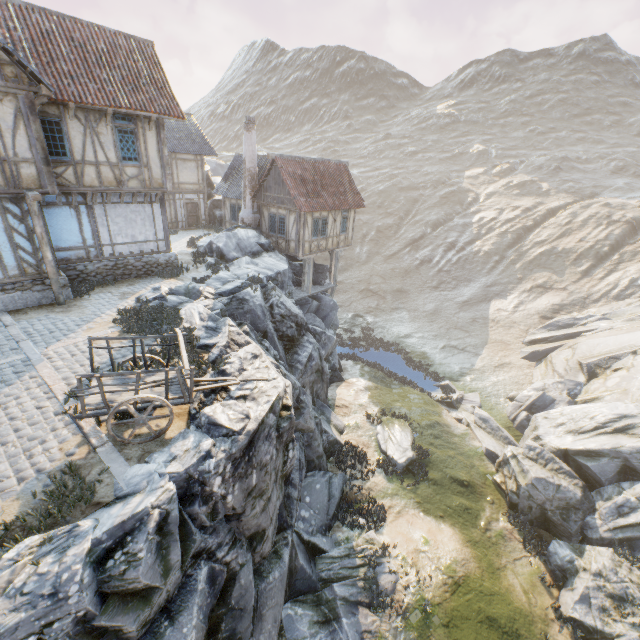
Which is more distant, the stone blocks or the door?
the door

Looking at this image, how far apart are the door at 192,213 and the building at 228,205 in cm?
293

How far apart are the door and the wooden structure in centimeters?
1642cm

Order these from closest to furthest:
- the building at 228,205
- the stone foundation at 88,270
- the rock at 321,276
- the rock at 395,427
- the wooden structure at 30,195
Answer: the wooden structure at 30,195, the stone foundation at 88,270, the rock at 395,427, the building at 228,205, the rock at 321,276

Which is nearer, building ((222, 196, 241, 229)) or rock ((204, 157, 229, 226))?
building ((222, 196, 241, 229))

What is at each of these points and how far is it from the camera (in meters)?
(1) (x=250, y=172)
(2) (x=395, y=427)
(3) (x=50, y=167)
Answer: (1) chimney, 21.48
(2) rock, 18.58
(3) building, 11.02

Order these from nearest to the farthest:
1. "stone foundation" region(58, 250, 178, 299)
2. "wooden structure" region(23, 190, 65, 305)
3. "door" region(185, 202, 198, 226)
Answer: "wooden structure" region(23, 190, 65, 305)
"stone foundation" region(58, 250, 178, 299)
"door" region(185, 202, 198, 226)

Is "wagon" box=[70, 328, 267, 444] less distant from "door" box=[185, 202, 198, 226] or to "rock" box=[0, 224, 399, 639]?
"rock" box=[0, 224, 399, 639]
